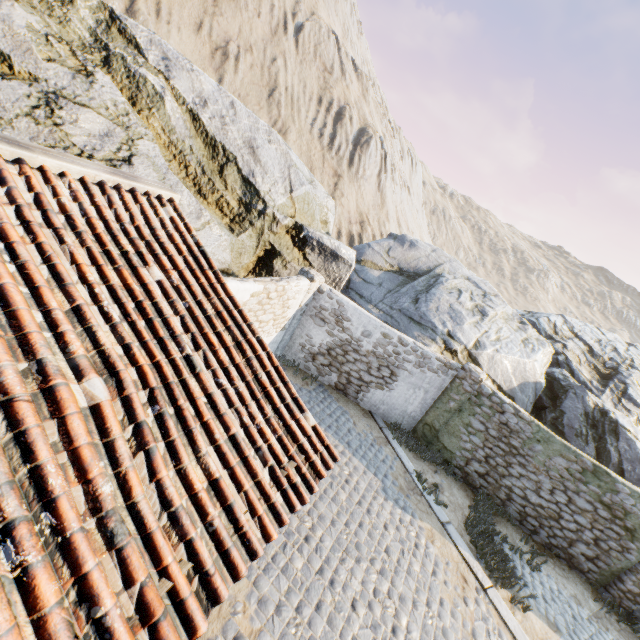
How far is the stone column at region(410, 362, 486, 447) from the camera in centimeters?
986cm

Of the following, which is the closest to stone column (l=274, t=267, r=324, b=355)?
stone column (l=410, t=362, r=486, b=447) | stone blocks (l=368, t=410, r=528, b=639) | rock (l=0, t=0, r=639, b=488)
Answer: rock (l=0, t=0, r=639, b=488)

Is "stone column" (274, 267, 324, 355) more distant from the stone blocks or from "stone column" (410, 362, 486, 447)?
"stone column" (410, 362, 486, 447)

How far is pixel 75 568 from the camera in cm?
172

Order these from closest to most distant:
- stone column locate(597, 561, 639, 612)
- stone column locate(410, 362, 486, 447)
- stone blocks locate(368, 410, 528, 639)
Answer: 1. stone blocks locate(368, 410, 528, 639)
2. stone column locate(597, 561, 639, 612)
3. stone column locate(410, 362, 486, 447)

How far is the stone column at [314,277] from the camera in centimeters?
1026cm

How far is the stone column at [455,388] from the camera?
9.86m

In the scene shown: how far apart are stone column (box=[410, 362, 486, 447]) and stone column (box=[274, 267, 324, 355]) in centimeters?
504cm
